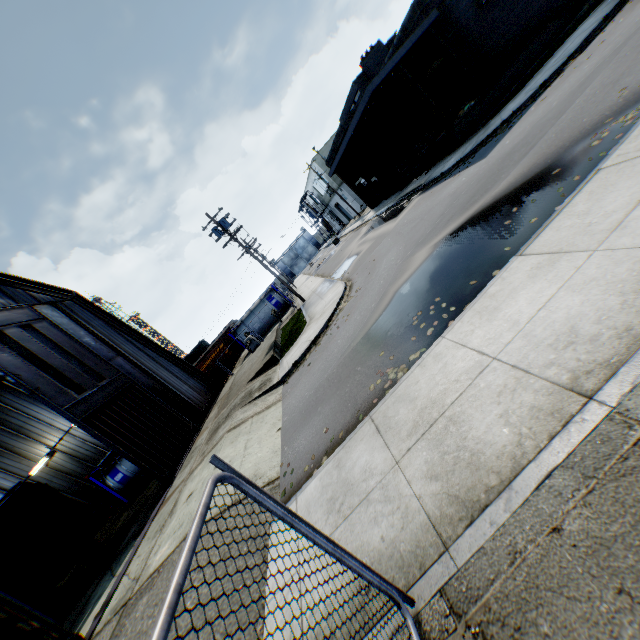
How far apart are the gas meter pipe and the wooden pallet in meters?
19.4 m

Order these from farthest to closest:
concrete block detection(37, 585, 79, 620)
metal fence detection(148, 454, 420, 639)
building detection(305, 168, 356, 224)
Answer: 1. building detection(305, 168, 356, 224)
2. concrete block detection(37, 585, 79, 620)
3. metal fence detection(148, 454, 420, 639)

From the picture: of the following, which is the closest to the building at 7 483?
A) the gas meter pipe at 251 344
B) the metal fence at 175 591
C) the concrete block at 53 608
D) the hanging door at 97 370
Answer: the hanging door at 97 370

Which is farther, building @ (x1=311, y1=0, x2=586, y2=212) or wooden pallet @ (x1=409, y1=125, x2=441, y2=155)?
wooden pallet @ (x1=409, y1=125, x2=441, y2=155)

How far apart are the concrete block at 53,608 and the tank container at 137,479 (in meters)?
7.17

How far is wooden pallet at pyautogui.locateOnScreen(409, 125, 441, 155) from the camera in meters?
20.7

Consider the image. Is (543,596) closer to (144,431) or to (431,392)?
(431,392)

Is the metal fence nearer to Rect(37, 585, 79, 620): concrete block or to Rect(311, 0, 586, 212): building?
Rect(311, 0, 586, 212): building
